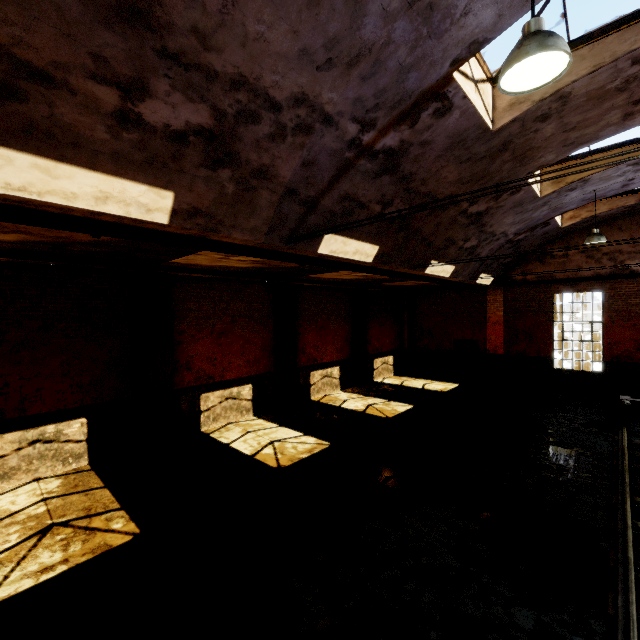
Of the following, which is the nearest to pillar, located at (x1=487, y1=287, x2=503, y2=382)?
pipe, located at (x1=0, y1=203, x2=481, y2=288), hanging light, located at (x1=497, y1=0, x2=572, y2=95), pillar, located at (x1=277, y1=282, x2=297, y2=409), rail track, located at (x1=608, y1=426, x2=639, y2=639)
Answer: pipe, located at (x1=0, y1=203, x2=481, y2=288)

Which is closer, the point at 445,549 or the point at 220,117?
the point at 220,117

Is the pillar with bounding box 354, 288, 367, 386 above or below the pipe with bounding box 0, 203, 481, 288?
below

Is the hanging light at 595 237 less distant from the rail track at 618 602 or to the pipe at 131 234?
the pipe at 131 234

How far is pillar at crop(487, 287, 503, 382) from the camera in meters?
16.5 m

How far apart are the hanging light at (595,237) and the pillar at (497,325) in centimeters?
602cm

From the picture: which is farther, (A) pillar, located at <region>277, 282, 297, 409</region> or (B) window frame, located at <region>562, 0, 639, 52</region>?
(A) pillar, located at <region>277, 282, 297, 409</region>

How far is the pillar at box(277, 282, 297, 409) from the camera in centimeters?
1252cm
